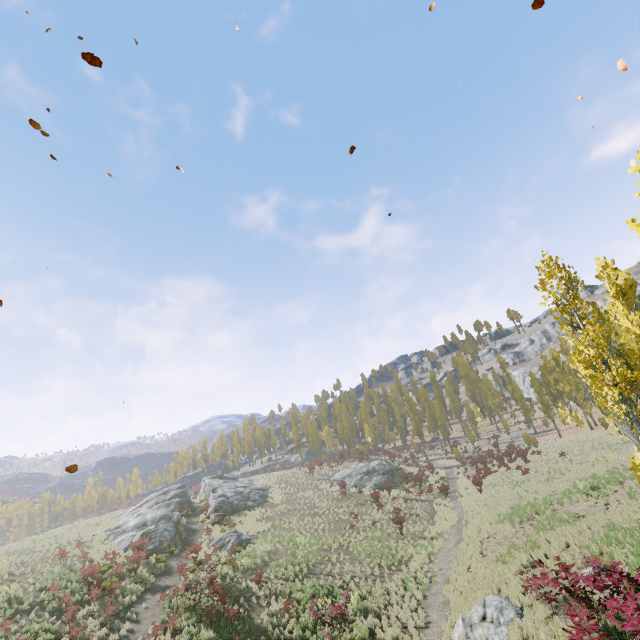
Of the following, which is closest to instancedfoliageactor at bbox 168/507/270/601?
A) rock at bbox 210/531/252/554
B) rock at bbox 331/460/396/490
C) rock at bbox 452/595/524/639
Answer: rock at bbox 452/595/524/639

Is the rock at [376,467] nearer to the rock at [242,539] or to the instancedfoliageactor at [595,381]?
the instancedfoliageactor at [595,381]

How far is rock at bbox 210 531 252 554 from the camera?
26.22m

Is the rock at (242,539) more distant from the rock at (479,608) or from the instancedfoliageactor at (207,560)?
the rock at (479,608)

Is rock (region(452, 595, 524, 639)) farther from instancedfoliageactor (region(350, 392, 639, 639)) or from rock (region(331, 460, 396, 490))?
rock (region(331, 460, 396, 490))

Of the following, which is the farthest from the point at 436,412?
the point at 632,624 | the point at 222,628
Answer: the point at 632,624

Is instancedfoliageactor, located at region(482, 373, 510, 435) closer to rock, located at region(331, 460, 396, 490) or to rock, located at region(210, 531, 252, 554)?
rock, located at region(331, 460, 396, 490)
